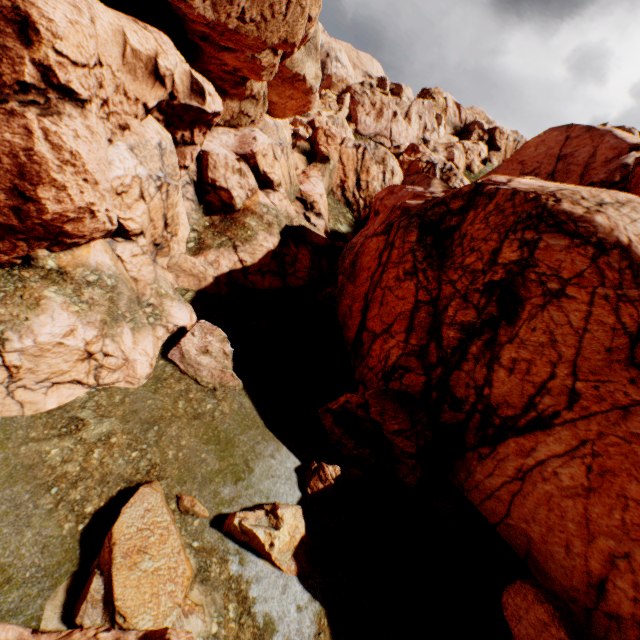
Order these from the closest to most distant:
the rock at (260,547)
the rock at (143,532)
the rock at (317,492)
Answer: the rock at (143,532) → the rock at (260,547) → the rock at (317,492)

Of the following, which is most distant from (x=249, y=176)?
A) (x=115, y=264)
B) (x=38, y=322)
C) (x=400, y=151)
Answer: (x=400, y=151)

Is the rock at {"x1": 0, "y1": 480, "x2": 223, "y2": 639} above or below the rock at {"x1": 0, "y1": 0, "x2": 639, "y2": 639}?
below

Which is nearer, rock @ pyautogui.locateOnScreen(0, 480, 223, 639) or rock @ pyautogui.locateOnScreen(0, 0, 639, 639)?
rock @ pyautogui.locateOnScreen(0, 480, 223, 639)

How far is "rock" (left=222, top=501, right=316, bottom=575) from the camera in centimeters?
928cm

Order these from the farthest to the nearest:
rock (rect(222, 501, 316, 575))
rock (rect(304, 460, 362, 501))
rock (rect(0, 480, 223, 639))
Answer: rock (rect(304, 460, 362, 501)), rock (rect(222, 501, 316, 575)), rock (rect(0, 480, 223, 639))

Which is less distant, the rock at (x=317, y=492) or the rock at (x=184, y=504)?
the rock at (x=184, y=504)
